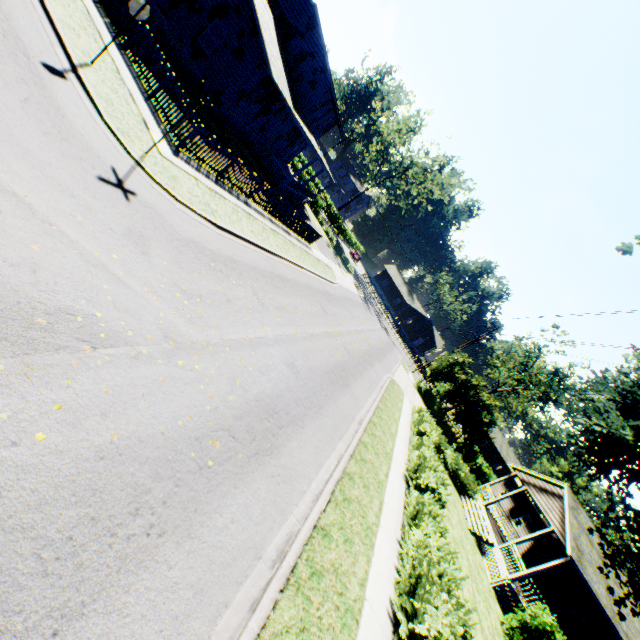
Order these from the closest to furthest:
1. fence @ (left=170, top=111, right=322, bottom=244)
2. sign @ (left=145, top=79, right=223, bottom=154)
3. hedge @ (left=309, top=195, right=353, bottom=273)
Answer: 1. sign @ (left=145, top=79, right=223, bottom=154)
2. fence @ (left=170, top=111, right=322, bottom=244)
3. hedge @ (left=309, top=195, right=353, bottom=273)

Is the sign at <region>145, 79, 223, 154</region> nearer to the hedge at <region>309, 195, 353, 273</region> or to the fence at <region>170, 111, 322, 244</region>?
the fence at <region>170, 111, 322, 244</region>

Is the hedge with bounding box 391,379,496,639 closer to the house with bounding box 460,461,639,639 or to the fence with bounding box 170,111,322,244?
the house with bounding box 460,461,639,639

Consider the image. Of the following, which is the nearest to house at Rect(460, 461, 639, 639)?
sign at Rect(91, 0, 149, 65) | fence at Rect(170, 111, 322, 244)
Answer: fence at Rect(170, 111, 322, 244)

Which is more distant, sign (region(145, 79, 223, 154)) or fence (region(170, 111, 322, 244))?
fence (region(170, 111, 322, 244))

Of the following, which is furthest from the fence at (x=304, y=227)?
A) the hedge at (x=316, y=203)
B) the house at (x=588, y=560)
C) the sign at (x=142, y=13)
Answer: the house at (x=588, y=560)

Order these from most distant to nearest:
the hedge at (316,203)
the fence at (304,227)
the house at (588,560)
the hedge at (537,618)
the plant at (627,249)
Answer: the hedge at (316,203) < the house at (588,560) < the hedge at (537,618) < the fence at (304,227) < the plant at (627,249)

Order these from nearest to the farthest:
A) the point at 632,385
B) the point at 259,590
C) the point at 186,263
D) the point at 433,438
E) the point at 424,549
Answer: the point at 259,590 → the point at 186,263 → the point at 424,549 → the point at 632,385 → the point at 433,438
